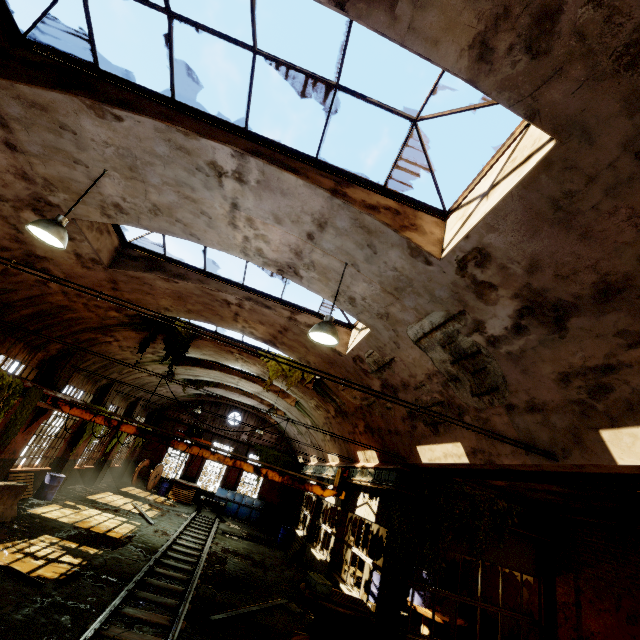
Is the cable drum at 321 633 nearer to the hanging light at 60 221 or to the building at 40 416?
the building at 40 416

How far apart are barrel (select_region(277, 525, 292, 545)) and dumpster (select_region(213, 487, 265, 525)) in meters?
3.7

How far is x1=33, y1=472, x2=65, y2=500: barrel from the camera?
13.5 meters

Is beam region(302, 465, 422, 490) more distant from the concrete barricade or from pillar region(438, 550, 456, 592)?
the concrete barricade

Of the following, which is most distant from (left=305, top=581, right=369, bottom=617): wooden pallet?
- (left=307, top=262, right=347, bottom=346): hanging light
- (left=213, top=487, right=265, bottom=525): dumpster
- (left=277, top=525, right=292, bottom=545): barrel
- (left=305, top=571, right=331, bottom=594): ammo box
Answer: (left=277, top=525, right=292, bottom=545): barrel

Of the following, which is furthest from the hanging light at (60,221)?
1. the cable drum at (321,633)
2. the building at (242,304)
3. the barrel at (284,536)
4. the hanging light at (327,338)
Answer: the barrel at (284,536)

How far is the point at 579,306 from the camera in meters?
3.9

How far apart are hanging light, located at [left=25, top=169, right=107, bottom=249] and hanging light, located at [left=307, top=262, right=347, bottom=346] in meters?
4.2
